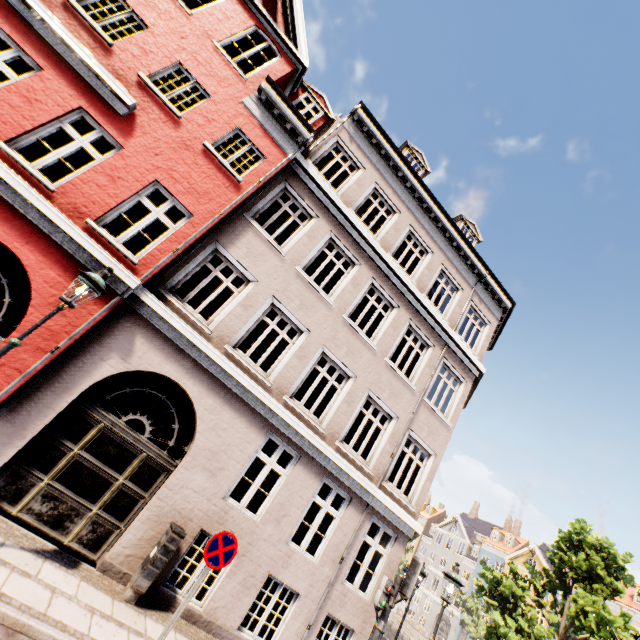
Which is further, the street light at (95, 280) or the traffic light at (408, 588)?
the traffic light at (408, 588)

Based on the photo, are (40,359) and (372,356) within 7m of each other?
no

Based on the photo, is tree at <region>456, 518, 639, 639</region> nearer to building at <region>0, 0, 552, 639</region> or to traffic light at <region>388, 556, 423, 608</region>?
building at <region>0, 0, 552, 639</region>

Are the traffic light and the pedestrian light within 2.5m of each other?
yes

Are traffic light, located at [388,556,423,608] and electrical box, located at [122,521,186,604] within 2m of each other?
no

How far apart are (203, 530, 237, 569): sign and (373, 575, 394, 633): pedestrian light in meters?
3.5

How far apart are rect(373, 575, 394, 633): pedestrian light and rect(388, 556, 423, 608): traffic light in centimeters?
9cm

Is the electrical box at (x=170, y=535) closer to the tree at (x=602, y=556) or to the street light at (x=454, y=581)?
the street light at (x=454, y=581)
